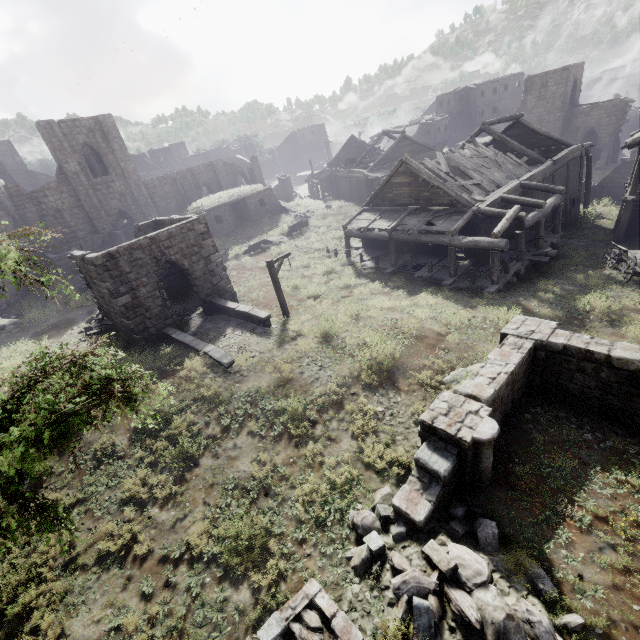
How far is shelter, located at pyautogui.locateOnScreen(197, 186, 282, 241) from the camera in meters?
30.9 m

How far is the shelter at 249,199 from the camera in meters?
30.9

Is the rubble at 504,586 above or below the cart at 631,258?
above

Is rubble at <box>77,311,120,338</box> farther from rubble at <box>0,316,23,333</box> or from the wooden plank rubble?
the wooden plank rubble

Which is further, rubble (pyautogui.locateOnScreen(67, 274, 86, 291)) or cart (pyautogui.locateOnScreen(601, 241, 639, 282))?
rubble (pyautogui.locateOnScreen(67, 274, 86, 291))

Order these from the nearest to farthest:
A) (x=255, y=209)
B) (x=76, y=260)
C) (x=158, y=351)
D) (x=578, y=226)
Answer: (x=158, y=351) < (x=76, y=260) < (x=578, y=226) < (x=255, y=209)

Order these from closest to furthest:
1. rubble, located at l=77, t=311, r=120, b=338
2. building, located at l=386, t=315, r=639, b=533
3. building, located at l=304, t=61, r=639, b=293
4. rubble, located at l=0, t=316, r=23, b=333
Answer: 1. building, located at l=386, t=315, r=639, b=533
2. building, located at l=304, t=61, r=639, b=293
3. rubble, located at l=77, t=311, r=120, b=338
4. rubble, located at l=0, t=316, r=23, b=333

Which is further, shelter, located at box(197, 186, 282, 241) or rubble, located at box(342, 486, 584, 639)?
shelter, located at box(197, 186, 282, 241)
